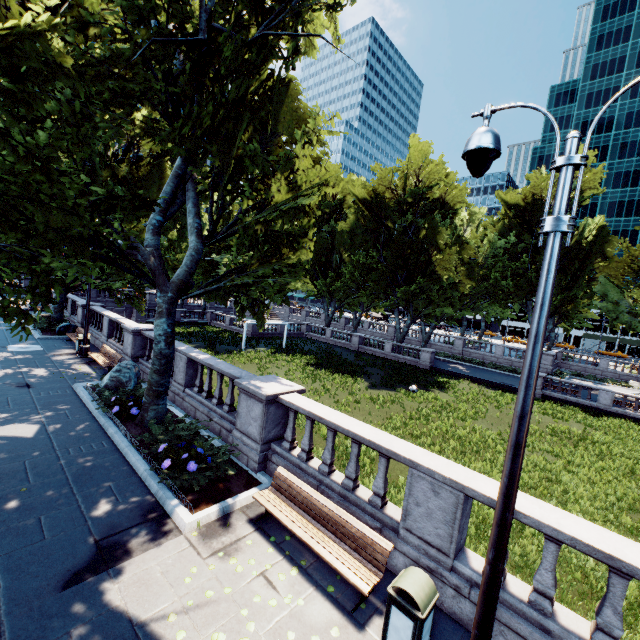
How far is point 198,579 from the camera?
5.29m

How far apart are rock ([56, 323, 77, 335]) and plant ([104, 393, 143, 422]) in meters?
14.4 m

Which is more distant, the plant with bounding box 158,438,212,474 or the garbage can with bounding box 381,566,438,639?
the plant with bounding box 158,438,212,474

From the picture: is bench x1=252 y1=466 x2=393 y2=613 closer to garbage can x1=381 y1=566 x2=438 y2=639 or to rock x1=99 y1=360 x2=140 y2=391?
garbage can x1=381 y1=566 x2=438 y2=639

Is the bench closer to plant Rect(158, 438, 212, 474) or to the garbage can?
the garbage can

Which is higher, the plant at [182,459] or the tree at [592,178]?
the tree at [592,178]

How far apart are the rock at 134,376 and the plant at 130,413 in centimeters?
151cm

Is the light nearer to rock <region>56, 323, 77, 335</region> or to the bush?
the bush
